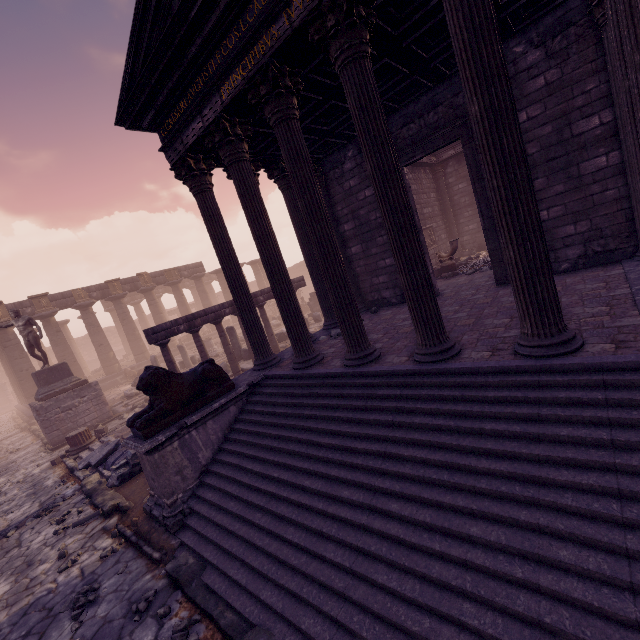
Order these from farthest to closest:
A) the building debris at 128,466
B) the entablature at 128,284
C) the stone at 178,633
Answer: the entablature at 128,284 → the building debris at 128,466 → the stone at 178,633

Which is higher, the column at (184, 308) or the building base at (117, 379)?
the column at (184, 308)

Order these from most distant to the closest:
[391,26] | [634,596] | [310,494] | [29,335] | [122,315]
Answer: [122,315]
[29,335]
[391,26]
[310,494]
[634,596]

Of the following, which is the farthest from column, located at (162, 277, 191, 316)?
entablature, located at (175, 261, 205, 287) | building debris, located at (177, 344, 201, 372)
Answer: building debris, located at (177, 344, 201, 372)

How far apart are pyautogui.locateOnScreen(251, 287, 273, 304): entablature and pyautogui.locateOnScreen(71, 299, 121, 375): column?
15.43m

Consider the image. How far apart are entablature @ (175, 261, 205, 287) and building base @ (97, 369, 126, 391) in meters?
5.3 m

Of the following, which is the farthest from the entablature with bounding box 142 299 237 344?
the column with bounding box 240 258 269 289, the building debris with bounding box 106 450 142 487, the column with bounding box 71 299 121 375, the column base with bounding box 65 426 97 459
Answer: the column with bounding box 240 258 269 289

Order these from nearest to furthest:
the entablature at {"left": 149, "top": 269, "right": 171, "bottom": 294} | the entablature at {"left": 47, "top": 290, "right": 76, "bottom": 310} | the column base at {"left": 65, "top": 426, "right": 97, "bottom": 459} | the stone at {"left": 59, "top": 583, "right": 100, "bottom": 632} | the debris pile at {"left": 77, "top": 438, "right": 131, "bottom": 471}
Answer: the stone at {"left": 59, "top": 583, "right": 100, "bottom": 632}
the debris pile at {"left": 77, "top": 438, "right": 131, "bottom": 471}
the column base at {"left": 65, "top": 426, "right": 97, "bottom": 459}
the entablature at {"left": 47, "top": 290, "right": 76, "bottom": 310}
the entablature at {"left": 149, "top": 269, "right": 171, "bottom": 294}
